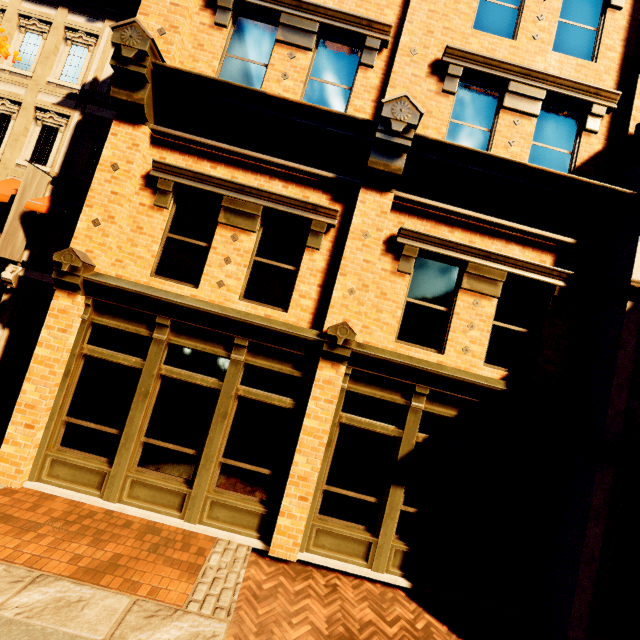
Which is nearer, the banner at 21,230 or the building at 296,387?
the building at 296,387

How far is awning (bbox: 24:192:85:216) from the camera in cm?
931

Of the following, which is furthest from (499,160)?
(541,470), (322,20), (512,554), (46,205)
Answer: (46,205)

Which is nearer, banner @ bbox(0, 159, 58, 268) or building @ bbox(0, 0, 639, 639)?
building @ bbox(0, 0, 639, 639)

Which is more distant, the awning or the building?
the awning

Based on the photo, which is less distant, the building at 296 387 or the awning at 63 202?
the building at 296 387
